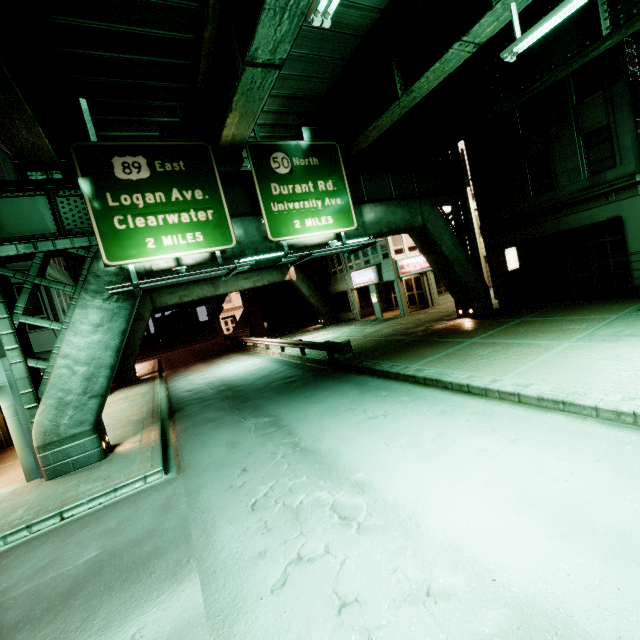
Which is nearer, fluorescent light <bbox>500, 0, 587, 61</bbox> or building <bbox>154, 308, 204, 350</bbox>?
fluorescent light <bbox>500, 0, 587, 61</bbox>

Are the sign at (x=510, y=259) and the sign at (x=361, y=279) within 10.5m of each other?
yes

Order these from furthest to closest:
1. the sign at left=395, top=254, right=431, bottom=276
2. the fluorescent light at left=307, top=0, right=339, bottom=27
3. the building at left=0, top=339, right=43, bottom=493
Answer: the sign at left=395, top=254, right=431, bottom=276 → the building at left=0, top=339, right=43, bottom=493 → the fluorescent light at left=307, top=0, right=339, bottom=27

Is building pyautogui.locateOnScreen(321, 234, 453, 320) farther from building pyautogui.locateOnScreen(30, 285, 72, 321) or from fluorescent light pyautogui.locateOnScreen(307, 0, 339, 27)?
building pyautogui.locateOnScreen(30, 285, 72, 321)

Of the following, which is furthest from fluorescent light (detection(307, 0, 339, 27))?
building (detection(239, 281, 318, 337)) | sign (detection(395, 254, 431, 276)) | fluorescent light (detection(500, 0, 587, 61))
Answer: building (detection(239, 281, 318, 337))

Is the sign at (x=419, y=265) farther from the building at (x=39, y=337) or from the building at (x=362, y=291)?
the building at (x=39, y=337)

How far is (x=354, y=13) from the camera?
10.0m

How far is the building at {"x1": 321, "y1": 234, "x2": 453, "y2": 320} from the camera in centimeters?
2552cm
